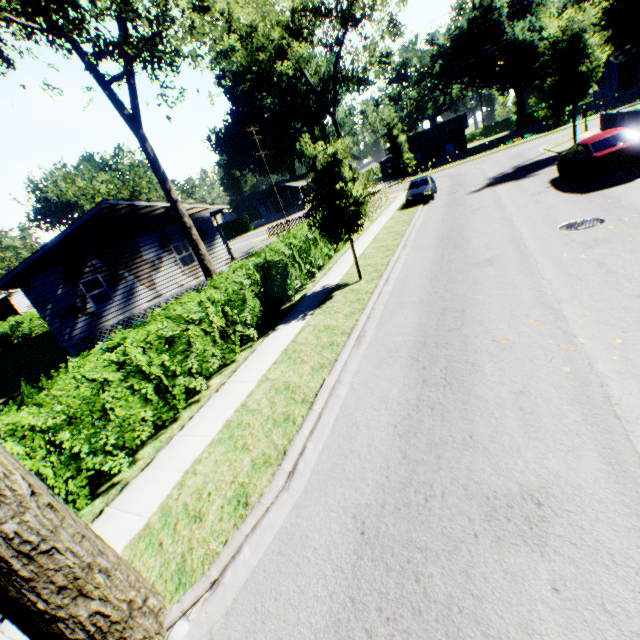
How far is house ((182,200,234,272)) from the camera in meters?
19.5

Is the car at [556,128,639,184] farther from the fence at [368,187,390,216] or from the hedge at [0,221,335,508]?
the hedge at [0,221,335,508]

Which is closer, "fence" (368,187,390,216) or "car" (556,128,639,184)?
"car" (556,128,639,184)

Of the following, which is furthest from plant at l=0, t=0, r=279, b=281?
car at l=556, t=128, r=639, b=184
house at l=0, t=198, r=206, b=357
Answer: car at l=556, t=128, r=639, b=184

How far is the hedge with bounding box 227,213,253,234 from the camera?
58.4m

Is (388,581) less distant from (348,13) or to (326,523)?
(326,523)

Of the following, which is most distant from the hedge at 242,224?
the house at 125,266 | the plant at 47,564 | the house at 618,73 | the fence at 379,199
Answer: the house at 618,73

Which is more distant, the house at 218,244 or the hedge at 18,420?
the house at 218,244
